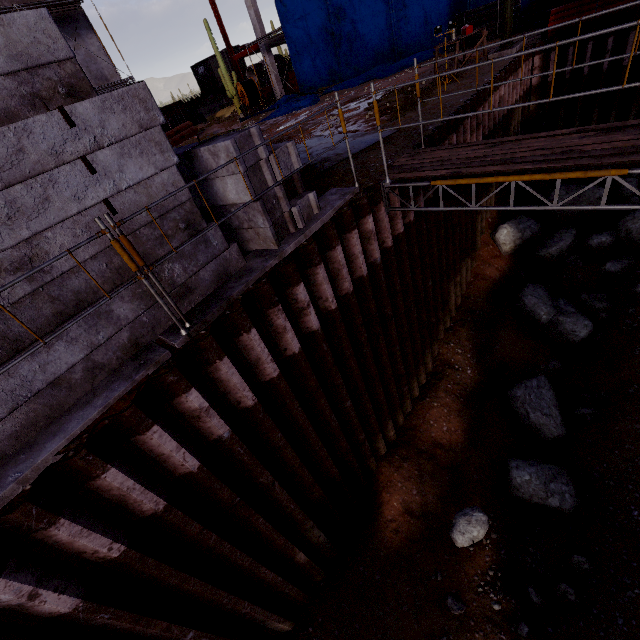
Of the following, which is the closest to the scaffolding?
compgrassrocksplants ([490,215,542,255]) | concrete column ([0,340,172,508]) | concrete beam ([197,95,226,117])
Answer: concrete column ([0,340,172,508])

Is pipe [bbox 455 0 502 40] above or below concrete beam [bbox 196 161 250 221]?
below

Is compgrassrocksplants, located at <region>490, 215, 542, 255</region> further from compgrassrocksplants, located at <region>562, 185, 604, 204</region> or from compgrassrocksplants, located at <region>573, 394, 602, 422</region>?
compgrassrocksplants, located at <region>573, 394, 602, 422</region>

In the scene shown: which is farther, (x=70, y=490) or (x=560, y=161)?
(x=560, y=161)

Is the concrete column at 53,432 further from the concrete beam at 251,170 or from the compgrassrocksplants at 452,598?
the compgrassrocksplants at 452,598

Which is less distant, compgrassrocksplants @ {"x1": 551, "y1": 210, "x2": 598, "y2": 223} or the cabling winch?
compgrassrocksplants @ {"x1": 551, "y1": 210, "x2": 598, "y2": 223}

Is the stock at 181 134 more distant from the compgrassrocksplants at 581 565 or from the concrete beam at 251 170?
the compgrassrocksplants at 581 565

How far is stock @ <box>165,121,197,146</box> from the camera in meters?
21.6
